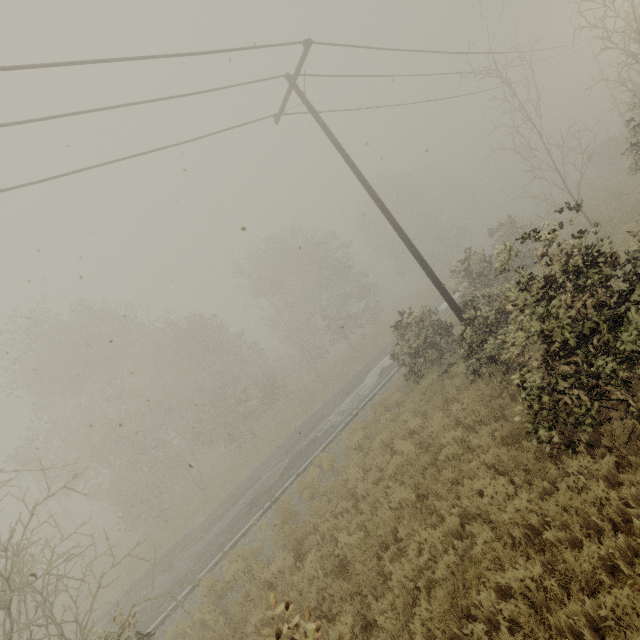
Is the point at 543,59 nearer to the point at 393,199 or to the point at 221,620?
the point at 393,199
